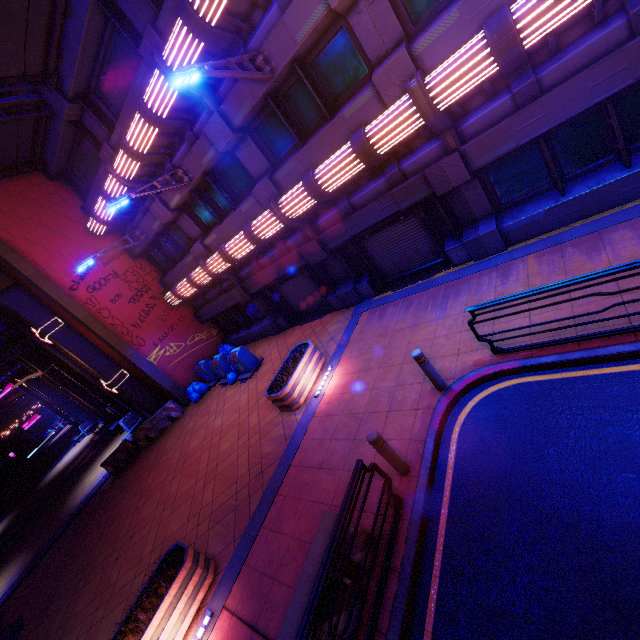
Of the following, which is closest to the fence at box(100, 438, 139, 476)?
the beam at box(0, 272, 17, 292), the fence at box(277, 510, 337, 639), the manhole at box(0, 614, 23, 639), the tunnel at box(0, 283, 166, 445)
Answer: the tunnel at box(0, 283, 166, 445)

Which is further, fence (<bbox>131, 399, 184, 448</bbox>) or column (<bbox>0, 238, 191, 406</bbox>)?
fence (<bbox>131, 399, 184, 448</bbox>)

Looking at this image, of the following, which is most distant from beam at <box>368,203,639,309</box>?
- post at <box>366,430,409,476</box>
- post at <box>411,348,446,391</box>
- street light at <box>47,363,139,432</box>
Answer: street light at <box>47,363,139,432</box>

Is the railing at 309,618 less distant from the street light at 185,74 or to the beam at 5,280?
the street light at 185,74

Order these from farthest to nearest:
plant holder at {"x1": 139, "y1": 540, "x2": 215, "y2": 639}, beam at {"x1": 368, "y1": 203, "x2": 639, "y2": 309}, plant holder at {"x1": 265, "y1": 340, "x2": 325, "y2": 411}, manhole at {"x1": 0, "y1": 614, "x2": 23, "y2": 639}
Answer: manhole at {"x1": 0, "y1": 614, "x2": 23, "y2": 639}, plant holder at {"x1": 265, "y1": 340, "x2": 325, "y2": 411}, beam at {"x1": 368, "y1": 203, "x2": 639, "y2": 309}, plant holder at {"x1": 139, "y1": 540, "x2": 215, "y2": 639}

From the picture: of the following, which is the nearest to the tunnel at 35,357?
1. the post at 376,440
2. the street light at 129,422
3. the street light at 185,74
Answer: the street light at 129,422

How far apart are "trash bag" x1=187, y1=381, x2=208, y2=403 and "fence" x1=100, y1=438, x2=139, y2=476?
3.3 meters

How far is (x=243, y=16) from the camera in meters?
7.9
